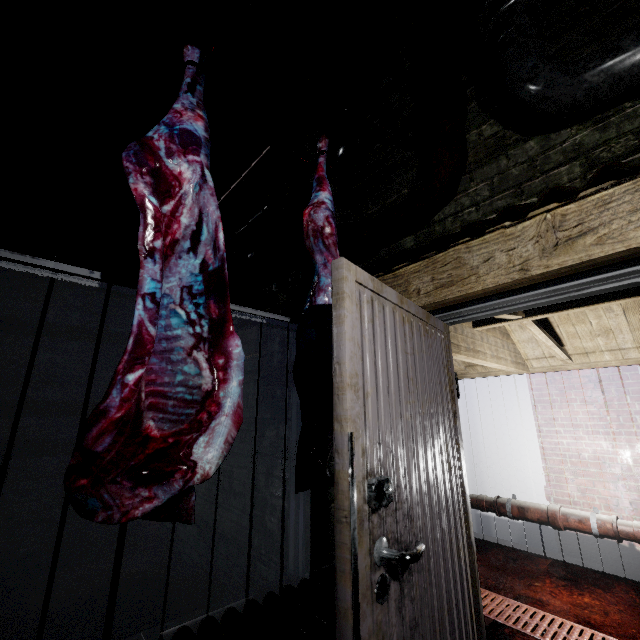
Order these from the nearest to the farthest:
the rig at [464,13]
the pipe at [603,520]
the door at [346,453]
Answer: the door at [346,453]
the rig at [464,13]
the pipe at [603,520]

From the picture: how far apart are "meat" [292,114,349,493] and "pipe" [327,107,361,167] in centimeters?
42cm

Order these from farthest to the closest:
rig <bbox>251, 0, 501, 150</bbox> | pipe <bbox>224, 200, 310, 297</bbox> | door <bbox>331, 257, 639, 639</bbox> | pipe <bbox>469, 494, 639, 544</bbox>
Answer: pipe <bbox>469, 494, 639, 544</bbox>
pipe <bbox>224, 200, 310, 297</bbox>
rig <bbox>251, 0, 501, 150</bbox>
door <bbox>331, 257, 639, 639</bbox>

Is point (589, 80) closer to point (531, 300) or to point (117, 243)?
point (531, 300)

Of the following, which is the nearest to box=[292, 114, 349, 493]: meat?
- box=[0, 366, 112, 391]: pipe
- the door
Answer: the door

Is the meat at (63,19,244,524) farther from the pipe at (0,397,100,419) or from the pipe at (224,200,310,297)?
the pipe at (0,397,100,419)

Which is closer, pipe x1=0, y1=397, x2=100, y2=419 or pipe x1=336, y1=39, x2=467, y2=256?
pipe x1=336, y1=39, x2=467, y2=256

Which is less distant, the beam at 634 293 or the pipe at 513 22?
the pipe at 513 22
